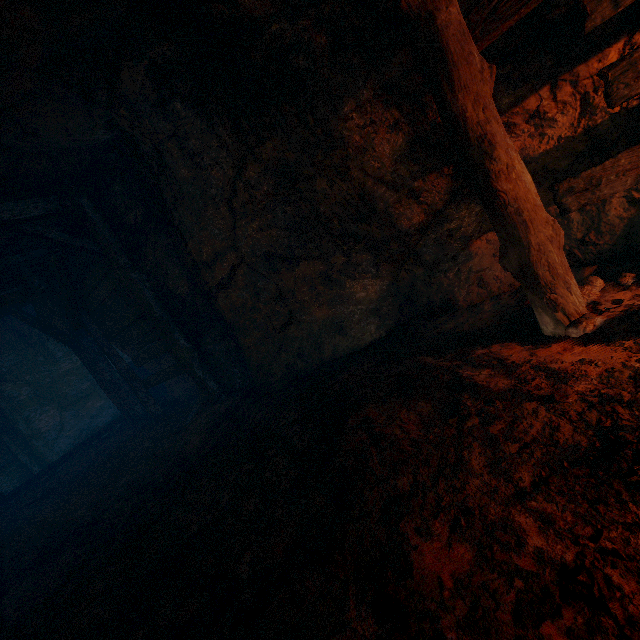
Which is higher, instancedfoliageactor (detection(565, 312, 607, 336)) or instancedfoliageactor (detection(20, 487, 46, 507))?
instancedfoliageactor (detection(20, 487, 46, 507))

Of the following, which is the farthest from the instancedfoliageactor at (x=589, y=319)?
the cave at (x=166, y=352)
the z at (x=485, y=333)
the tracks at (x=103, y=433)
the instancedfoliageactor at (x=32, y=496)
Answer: the tracks at (x=103, y=433)

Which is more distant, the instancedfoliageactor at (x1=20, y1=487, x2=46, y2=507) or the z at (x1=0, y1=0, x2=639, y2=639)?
the instancedfoliageactor at (x1=20, y1=487, x2=46, y2=507)

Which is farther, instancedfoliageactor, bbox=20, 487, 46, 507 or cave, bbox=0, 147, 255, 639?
instancedfoliageactor, bbox=20, 487, 46, 507

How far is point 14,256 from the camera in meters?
6.0

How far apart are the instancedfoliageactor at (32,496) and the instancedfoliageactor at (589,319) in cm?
1003

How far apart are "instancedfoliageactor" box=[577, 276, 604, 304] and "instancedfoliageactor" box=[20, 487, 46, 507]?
10.1 meters

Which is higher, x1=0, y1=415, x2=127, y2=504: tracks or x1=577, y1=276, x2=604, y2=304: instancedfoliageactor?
x1=0, y1=415, x2=127, y2=504: tracks
